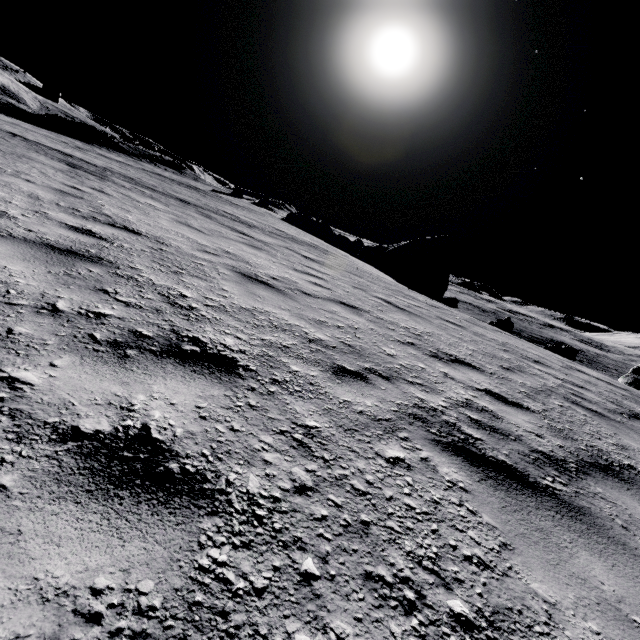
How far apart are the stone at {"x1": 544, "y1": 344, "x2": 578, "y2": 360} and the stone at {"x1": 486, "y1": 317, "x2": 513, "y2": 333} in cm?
871

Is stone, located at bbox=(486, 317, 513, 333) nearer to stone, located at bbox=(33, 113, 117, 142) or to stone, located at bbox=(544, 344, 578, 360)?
stone, located at bbox=(544, 344, 578, 360)

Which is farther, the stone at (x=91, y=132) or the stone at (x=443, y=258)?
the stone at (x=91, y=132)

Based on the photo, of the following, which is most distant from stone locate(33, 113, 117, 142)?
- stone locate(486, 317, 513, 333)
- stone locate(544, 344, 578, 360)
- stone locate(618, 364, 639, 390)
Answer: stone locate(618, 364, 639, 390)

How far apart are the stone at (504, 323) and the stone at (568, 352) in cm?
871

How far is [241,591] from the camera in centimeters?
104cm

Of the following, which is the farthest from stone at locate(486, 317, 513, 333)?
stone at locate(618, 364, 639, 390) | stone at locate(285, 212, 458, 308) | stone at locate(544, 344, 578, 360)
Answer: stone at locate(544, 344, 578, 360)

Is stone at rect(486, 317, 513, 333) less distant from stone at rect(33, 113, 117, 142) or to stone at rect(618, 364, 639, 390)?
stone at rect(618, 364, 639, 390)
